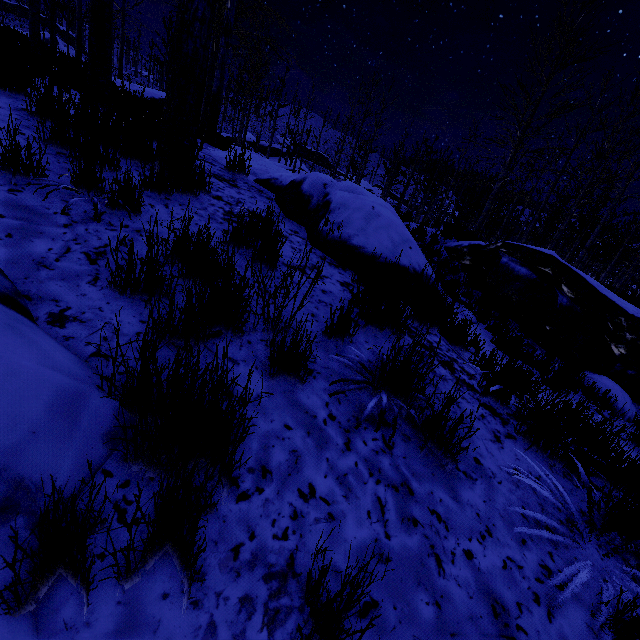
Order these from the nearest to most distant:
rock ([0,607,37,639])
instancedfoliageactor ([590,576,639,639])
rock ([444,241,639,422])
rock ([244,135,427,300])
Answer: rock ([0,607,37,639]) < instancedfoliageactor ([590,576,639,639]) < rock ([244,135,427,300]) < rock ([444,241,639,422])

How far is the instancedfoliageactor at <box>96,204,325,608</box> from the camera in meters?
1.0 m

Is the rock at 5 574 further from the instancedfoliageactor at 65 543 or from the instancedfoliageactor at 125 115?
the instancedfoliageactor at 125 115

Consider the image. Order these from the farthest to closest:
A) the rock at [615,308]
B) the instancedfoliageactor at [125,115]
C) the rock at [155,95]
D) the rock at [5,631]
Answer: the rock at [155,95], the rock at [615,308], the instancedfoliageactor at [125,115], the rock at [5,631]

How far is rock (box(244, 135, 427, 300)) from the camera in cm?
356

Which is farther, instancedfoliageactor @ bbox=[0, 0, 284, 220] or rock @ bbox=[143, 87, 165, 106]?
rock @ bbox=[143, 87, 165, 106]

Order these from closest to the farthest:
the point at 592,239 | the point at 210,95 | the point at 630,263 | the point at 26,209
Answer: the point at 26,209
the point at 592,239
the point at 210,95
the point at 630,263

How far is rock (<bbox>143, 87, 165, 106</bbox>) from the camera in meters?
15.6
